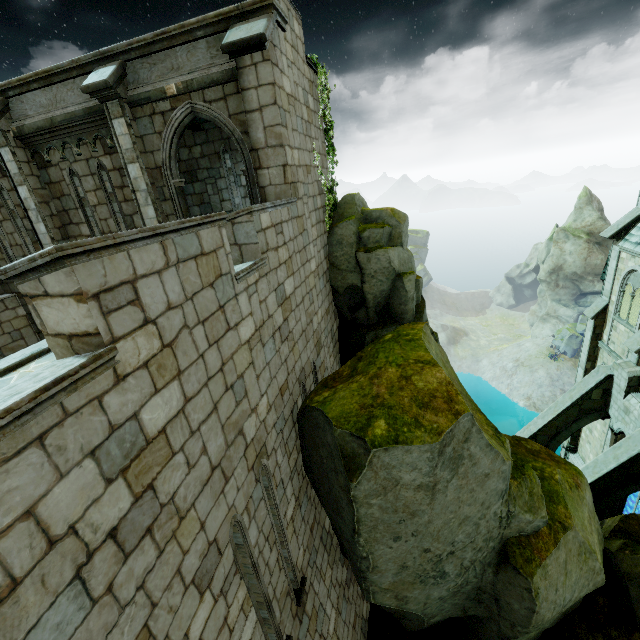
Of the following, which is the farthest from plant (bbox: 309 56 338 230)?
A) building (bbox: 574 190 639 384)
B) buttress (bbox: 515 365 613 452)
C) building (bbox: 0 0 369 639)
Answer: buttress (bbox: 515 365 613 452)

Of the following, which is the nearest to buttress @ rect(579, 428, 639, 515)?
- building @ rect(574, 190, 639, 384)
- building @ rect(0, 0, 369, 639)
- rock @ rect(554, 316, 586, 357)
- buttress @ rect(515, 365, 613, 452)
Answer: building @ rect(574, 190, 639, 384)

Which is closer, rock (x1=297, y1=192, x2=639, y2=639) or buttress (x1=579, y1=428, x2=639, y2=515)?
rock (x1=297, y1=192, x2=639, y2=639)

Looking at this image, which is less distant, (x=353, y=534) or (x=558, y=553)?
(x=353, y=534)

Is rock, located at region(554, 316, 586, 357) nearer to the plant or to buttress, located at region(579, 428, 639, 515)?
buttress, located at region(579, 428, 639, 515)

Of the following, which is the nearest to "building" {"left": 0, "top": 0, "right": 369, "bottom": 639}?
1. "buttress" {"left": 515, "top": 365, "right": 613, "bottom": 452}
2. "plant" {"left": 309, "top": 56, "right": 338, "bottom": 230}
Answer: "plant" {"left": 309, "top": 56, "right": 338, "bottom": 230}

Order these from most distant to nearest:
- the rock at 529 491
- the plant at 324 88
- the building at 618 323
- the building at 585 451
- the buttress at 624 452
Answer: the building at 585 451 → the building at 618 323 → the buttress at 624 452 → the plant at 324 88 → the rock at 529 491

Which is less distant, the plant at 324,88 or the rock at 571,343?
the plant at 324,88
